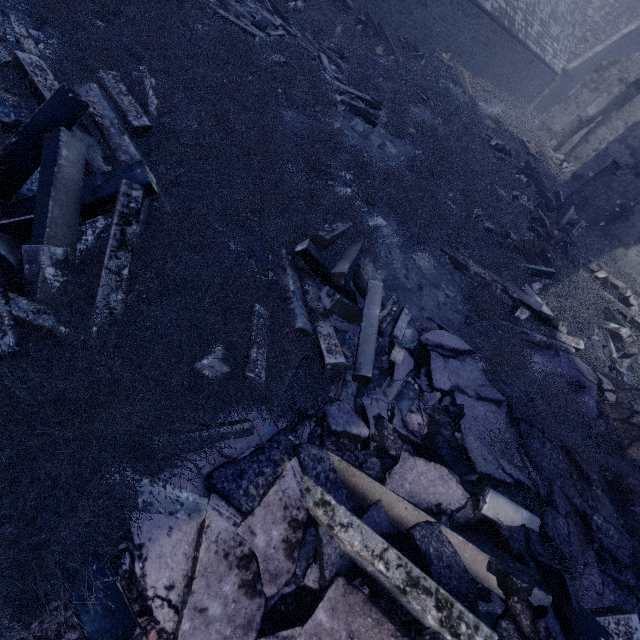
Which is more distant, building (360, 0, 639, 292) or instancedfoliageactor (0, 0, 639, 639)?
building (360, 0, 639, 292)

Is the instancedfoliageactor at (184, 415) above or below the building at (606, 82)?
below

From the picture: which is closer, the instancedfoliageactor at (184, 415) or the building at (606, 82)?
the instancedfoliageactor at (184, 415)

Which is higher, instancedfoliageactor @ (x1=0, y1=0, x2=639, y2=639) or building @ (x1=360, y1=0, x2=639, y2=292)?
building @ (x1=360, y1=0, x2=639, y2=292)

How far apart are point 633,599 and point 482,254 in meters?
5.5 m
